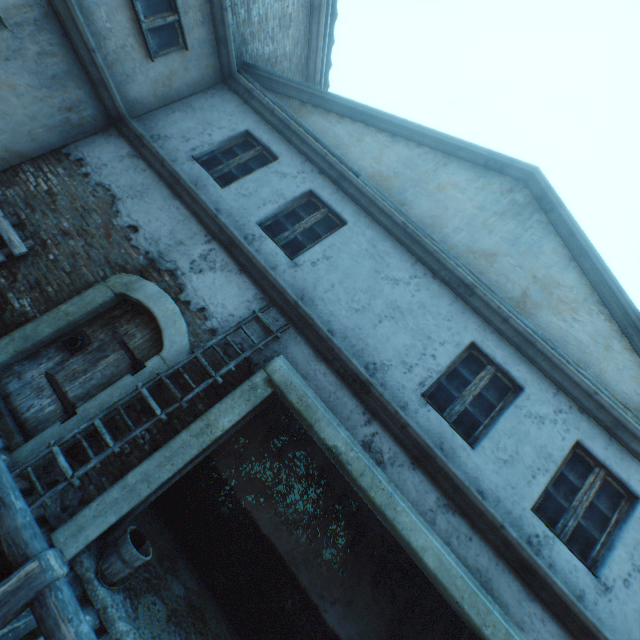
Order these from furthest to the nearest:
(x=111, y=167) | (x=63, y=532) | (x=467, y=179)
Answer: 1. (x=467, y=179)
2. (x=111, y=167)
3. (x=63, y=532)

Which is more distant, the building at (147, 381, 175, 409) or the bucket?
the building at (147, 381, 175, 409)

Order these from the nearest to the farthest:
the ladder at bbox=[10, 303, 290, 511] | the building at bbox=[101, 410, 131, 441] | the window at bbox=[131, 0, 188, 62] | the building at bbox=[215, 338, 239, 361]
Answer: the ladder at bbox=[10, 303, 290, 511]
the building at bbox=[101, 410, 131, 441]
the building at bbox=[215, 338, 239, 361]
the window at bbox=[131, 0, 188, 62]

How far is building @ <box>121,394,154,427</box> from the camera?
4.2m

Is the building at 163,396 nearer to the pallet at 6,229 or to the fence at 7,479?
the pallet at 6,229

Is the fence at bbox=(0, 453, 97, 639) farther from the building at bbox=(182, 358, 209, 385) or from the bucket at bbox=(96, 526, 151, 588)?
the bucket at bbox=(96, 526, 151, 588)

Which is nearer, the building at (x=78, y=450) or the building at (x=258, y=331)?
the building at (x=78, y=450)
